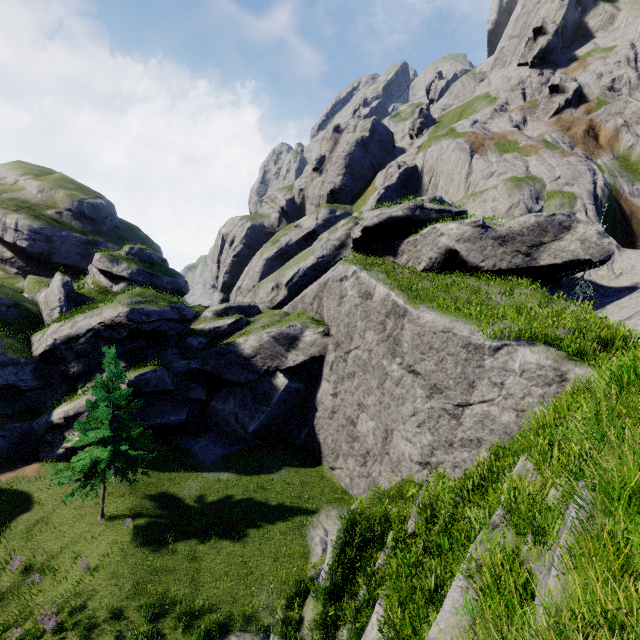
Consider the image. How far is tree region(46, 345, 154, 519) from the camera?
17.6m

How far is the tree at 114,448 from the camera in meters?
17.6

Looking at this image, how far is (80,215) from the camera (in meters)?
48.62
